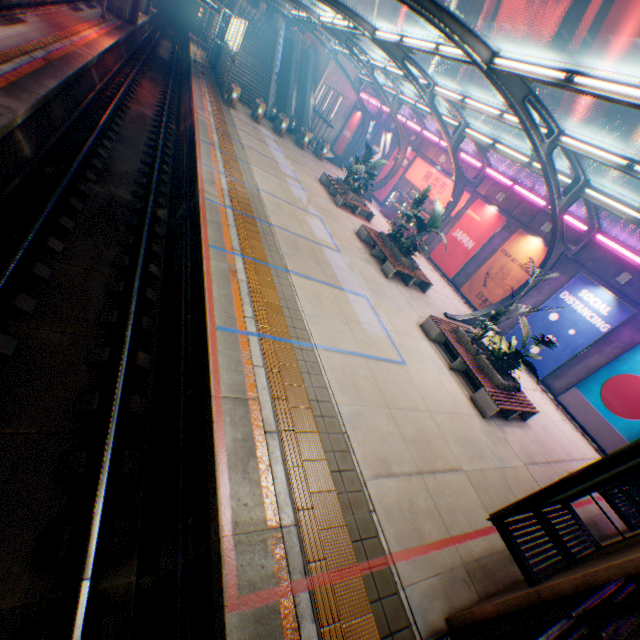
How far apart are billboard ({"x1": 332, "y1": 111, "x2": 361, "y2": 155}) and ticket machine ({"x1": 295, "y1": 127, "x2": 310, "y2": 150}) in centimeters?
715cm

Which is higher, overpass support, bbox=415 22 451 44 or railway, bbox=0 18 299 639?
overpass support, bbox=415 22 451 44

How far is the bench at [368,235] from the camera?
14.1 meters

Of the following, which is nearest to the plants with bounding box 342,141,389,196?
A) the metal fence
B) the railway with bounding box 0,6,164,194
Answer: the metal fence

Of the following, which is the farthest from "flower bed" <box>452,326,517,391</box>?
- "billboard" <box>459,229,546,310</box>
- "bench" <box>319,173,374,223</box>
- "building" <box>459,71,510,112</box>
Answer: "building" <box>459,71,510,112</box>

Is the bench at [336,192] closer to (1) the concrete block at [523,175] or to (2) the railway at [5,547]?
(1) the concrete block at [523,175]

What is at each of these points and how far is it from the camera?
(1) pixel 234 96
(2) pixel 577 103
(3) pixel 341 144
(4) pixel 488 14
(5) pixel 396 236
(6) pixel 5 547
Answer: (1) ticket machine, 22.6 meters
(2) building, 35.3 meters
(3) billboard, 33.9 meters
(4) overpass support, 22.1 meters
(5) plants, 15.6 meters
(6) railway, 3.7 meters

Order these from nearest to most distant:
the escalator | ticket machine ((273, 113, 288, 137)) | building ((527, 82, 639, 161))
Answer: ticket machine ((273, 113, 288, 137)), the escalator, building ((527, 82, 639, 161))
